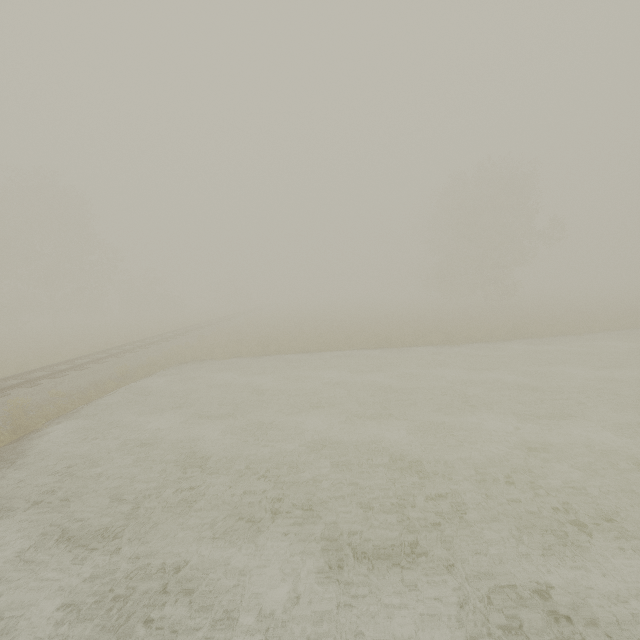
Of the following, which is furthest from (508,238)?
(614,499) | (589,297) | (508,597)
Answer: (508,597)
